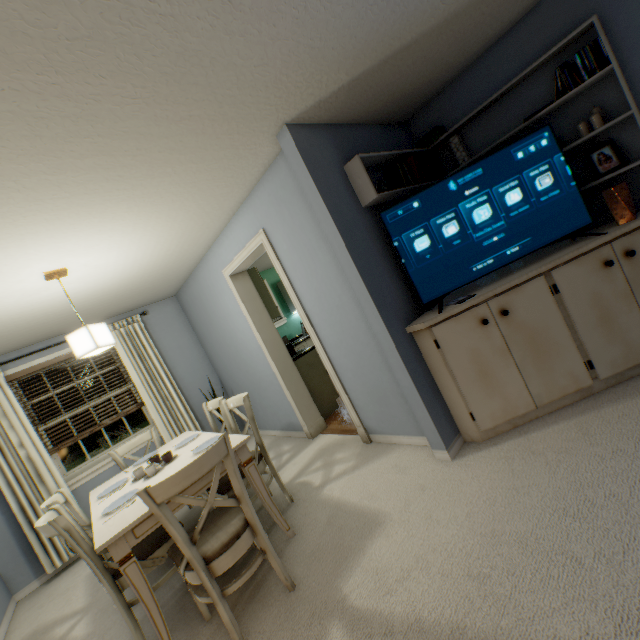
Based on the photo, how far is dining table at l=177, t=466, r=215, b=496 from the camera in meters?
1.9 m

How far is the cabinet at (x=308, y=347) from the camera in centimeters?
412cm

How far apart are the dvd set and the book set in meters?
0.9

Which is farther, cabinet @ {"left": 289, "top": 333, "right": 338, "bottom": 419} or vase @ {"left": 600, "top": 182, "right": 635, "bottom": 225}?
cabinet @ {"left": 289, "top": 333, "right": 338, "bottom": 419}

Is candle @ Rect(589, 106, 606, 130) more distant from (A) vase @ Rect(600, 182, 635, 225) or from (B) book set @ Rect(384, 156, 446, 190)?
(B) book set @ Rect(384, 156, 446, 190)

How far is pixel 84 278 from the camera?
2.8m

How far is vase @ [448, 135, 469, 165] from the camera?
2.7m

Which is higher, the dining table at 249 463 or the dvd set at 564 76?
the dvd set at 564 76
